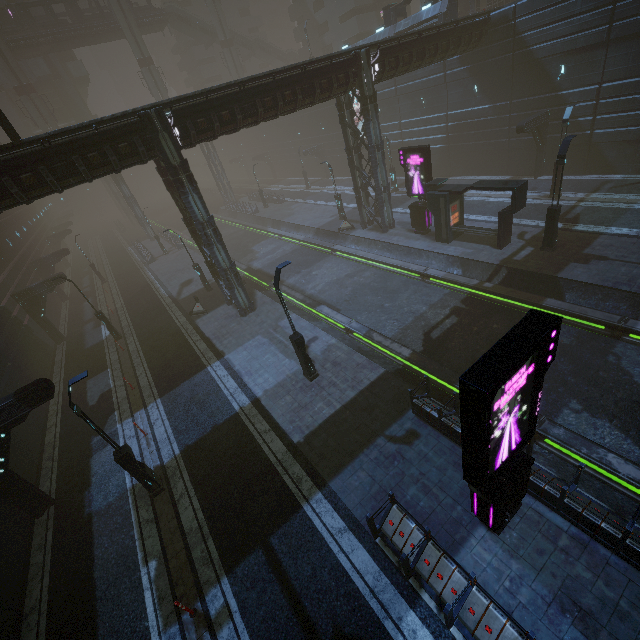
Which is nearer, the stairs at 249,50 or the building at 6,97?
the building at 6,97

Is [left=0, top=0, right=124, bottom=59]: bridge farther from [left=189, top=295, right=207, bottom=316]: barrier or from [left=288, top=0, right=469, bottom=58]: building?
[left=189, top=295, right=207, bottom=316]: barrier

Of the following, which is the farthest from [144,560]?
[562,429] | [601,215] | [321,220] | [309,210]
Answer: [309,210]

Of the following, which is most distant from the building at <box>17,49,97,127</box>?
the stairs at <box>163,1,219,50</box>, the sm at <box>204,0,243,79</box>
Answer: the stairs at <box>163,1,219,50</box>

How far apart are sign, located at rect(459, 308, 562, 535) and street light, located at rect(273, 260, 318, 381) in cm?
794

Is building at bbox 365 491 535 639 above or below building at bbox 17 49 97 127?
below

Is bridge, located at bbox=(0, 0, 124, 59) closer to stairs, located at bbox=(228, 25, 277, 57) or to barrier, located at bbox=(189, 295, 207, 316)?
stairs, located at bbox=(228, 25, 277, 57)

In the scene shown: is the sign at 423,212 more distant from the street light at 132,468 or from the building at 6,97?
the street light at 132,468
